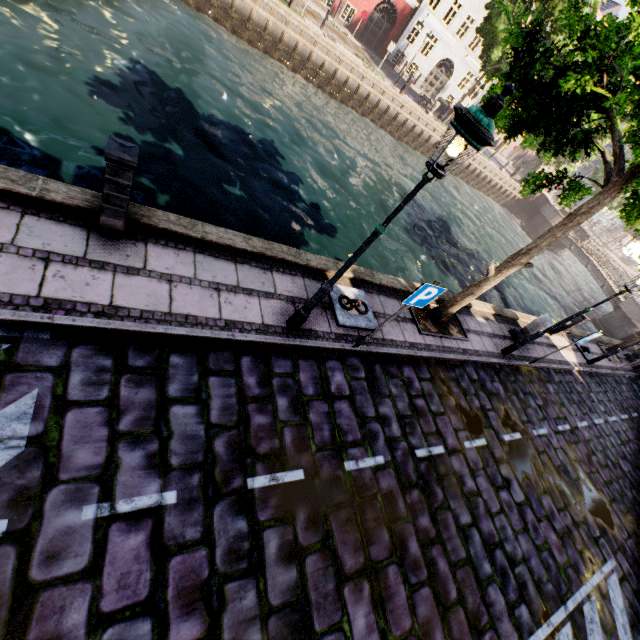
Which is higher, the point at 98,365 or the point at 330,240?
the point at 98,365

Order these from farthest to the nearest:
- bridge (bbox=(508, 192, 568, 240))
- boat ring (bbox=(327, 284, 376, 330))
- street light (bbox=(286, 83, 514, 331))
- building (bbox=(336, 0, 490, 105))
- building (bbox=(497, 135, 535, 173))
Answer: building (bbox=(497, 135, 535, 173)) → bridge (bbox=(508, 192, 568, 240)) → building (bbox=(336, 0, 490, 105)) → boat ring (bbox=(327, 284, 376, 330)) → street light (bbox=(286, 83, 514, 331))

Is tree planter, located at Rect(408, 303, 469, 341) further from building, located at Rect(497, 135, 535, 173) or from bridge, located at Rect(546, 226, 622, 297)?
building, located at Rect(497, 135, 535, 173)

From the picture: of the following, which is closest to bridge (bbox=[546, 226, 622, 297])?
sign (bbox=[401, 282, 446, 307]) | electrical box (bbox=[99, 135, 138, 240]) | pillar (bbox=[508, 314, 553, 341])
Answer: pillar (bbox=[508, 314, 553, 341])

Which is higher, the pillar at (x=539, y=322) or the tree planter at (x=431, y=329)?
the pillar at (x=539, y=322)

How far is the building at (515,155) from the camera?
41.4 meters

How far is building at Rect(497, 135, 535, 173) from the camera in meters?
41.4 m

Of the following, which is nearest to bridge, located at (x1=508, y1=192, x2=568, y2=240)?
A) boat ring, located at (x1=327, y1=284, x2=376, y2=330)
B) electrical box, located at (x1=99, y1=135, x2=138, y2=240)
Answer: boat ring, located at (x1=327, y1=284, x2=376, y2=330)
